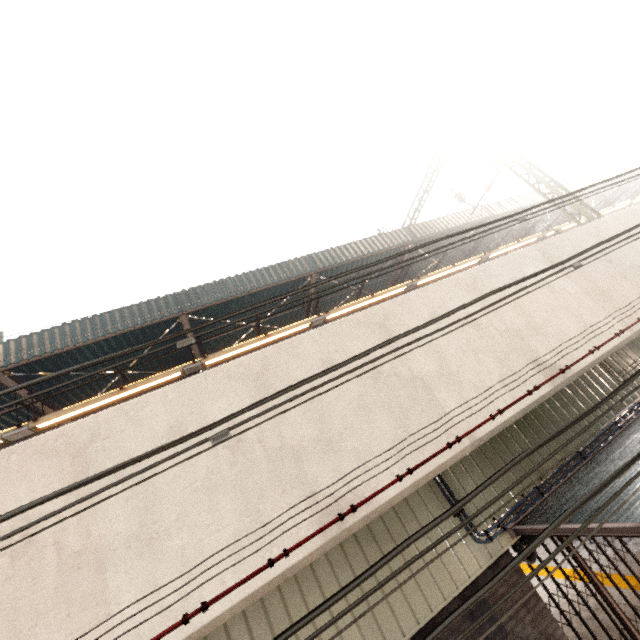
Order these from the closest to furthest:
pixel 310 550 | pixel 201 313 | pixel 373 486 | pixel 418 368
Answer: pixel 310 550, pixel 373 486, pixel 418 368, pixel 201 313

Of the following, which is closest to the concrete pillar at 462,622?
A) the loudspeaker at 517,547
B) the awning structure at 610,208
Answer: the loudspeaker at 517,547

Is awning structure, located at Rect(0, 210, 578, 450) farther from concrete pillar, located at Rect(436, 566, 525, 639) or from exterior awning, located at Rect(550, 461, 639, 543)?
exterior awning, located at Rect(550, 461, 639, 543)

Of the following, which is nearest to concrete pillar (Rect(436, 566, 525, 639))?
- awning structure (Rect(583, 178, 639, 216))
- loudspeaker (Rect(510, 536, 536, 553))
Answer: loudspeaker (Rect(510, 536, 536, 553))

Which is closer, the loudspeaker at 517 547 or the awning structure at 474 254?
the loudspeaker at 517 547

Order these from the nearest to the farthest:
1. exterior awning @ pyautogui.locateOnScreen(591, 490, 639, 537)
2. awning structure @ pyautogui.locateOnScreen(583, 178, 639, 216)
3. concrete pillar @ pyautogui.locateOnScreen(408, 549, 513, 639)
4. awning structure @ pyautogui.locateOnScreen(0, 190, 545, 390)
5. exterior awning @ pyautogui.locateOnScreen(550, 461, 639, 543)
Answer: exterior awning @ pyautogui.locateOnScreen(591, 490, 639, 537), exterior awning @ pyautogui.locateOnScreen(550, 461, 639, 543), concrete pillar @ pyautogui.locateOnScreen(408, 549, 513, 639), awning structure @ pyautogui.locateOnScreen(0, 190, 545, 390), awning structure @ pyautogui.locateOnScreen(583, 178, 639, 216)

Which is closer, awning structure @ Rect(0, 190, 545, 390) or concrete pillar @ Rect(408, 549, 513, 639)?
concrete pillar @ Rect(408, 549, 513, 639)

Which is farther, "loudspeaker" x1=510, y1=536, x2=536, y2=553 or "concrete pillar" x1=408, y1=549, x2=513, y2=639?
"loudspeaker" x1=510, y1=536, x2=536, y2=553
